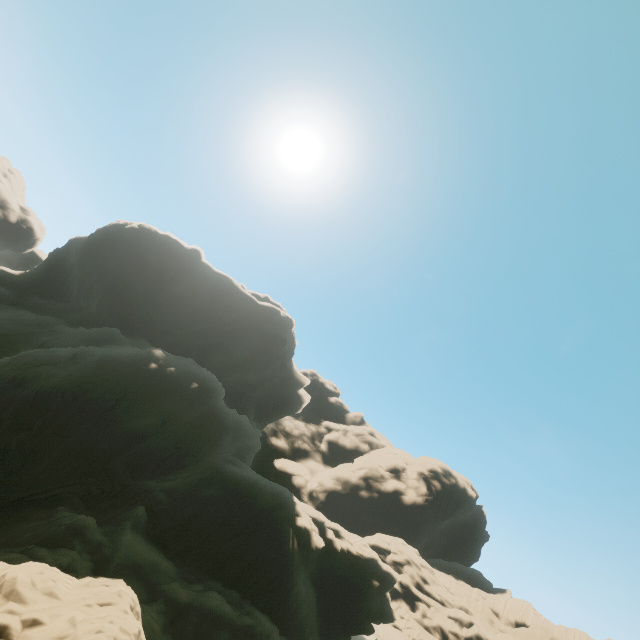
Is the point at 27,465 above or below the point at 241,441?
below
